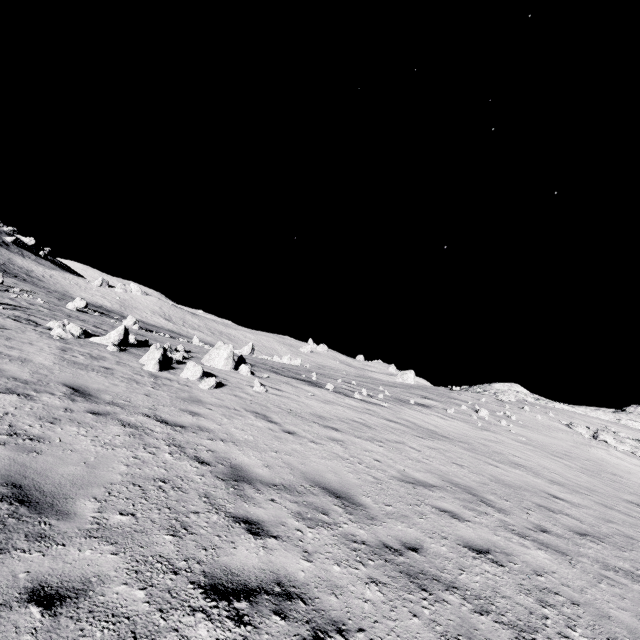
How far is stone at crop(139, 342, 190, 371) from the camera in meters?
10.6

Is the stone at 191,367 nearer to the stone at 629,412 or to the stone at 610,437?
the stone at 610,437

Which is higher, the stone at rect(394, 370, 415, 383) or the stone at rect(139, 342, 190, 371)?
→ the stone at rect(394, 370, 415, 383)

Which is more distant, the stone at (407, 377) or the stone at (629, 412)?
the stone at (407, 377)

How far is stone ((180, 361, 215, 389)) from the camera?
10.18m

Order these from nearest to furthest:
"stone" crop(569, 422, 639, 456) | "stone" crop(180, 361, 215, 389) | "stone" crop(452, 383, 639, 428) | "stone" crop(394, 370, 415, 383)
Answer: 1. "stone" crop(180, 361, 215, 389)
2. "stone" crop(569, 422, 639, 456)
3. "stone" crop(452, 383, 639, 428)
4. "stone" crop(394, 370, 415, 383)

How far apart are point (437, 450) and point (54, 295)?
48.07m

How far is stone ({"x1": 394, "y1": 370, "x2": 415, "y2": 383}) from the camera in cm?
4662
